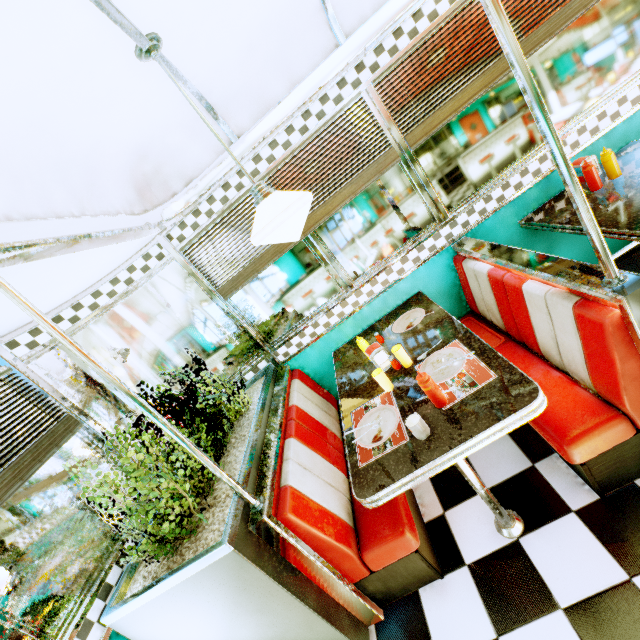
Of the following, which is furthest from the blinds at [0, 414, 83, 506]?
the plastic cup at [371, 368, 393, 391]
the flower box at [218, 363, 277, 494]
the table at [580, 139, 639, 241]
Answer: the table at [580, 139, 639, 241]

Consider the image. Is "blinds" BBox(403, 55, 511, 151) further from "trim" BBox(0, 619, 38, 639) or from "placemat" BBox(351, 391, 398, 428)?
"trim" BBox(0, 619, 38, 639)

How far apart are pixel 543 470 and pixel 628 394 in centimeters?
79cm

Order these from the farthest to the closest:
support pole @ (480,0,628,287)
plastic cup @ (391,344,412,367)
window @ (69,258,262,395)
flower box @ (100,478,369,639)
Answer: window @ (69,258,262,395) → plastic cup @ (391,344,412,367) → flower box @ (100,478,369,639) → support pole @ (480,0,628,287)

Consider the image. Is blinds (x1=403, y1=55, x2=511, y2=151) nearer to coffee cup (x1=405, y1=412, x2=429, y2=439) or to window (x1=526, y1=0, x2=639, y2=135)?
A: window (x1=526, y1=0, x2=639, y2=135)

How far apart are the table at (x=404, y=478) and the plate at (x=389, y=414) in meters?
0.0

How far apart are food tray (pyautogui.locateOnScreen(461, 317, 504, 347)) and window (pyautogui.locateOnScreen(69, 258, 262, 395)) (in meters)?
1.65

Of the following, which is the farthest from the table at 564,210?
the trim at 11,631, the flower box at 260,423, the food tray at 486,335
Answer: the trim at 11,631
